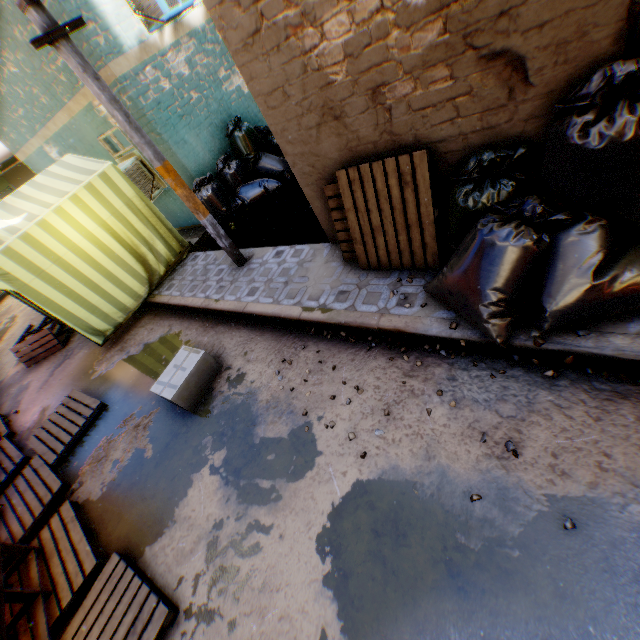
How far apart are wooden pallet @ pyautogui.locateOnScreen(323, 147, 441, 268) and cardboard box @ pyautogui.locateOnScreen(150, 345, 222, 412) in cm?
223

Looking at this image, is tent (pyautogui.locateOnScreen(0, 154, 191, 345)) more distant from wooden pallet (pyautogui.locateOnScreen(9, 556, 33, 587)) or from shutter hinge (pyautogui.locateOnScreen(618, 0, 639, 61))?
shutter hinge (pyautogui.locateOnScreen(618, 0, 639, 61))

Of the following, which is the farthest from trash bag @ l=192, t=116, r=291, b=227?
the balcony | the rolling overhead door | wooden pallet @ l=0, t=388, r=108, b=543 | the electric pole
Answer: the rolling overhead door

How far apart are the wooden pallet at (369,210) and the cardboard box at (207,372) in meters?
2.2 m

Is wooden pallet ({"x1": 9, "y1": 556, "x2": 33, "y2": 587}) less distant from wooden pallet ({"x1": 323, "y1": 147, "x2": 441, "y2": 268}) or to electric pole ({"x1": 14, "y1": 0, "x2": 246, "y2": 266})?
electric pole ({"x1": 14, "y1": 0, "x2": 246, "y2": 266})

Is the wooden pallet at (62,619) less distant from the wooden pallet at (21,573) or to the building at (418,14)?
the wooden pallet at (21,573)

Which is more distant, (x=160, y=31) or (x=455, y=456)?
(x=160, y=31)

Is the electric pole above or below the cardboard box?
above
